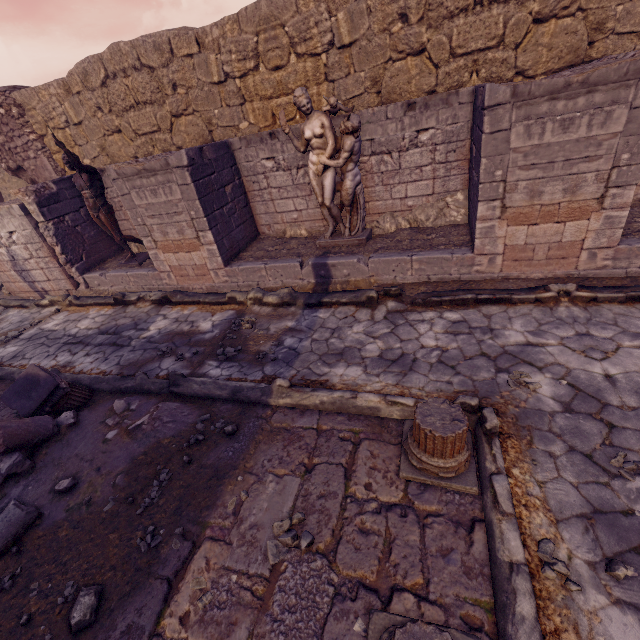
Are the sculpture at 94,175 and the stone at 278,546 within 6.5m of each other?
no

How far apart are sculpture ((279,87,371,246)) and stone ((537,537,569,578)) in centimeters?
536cm

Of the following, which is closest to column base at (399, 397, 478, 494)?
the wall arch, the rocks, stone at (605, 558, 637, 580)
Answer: stone at (605, 558, 637, 580)

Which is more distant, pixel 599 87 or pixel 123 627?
pixel 599 87

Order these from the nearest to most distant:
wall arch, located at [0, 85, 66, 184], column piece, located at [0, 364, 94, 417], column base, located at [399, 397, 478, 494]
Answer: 1. column base, located at [399, 397, 478, 494]
2. column piece, located at [0, 364, 94, 417]
3. wall arch, located at [0, 85, 66, 184]

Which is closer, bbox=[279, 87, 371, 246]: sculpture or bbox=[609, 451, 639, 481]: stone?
bbox=[609, 451, 639, 481]: stone

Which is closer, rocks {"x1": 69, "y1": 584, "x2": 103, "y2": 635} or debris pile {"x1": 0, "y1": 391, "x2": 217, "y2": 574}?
rocks {"x1": 69, "y1": 584, "x2": 103, "y2": 635}

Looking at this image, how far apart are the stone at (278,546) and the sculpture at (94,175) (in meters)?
7.88
